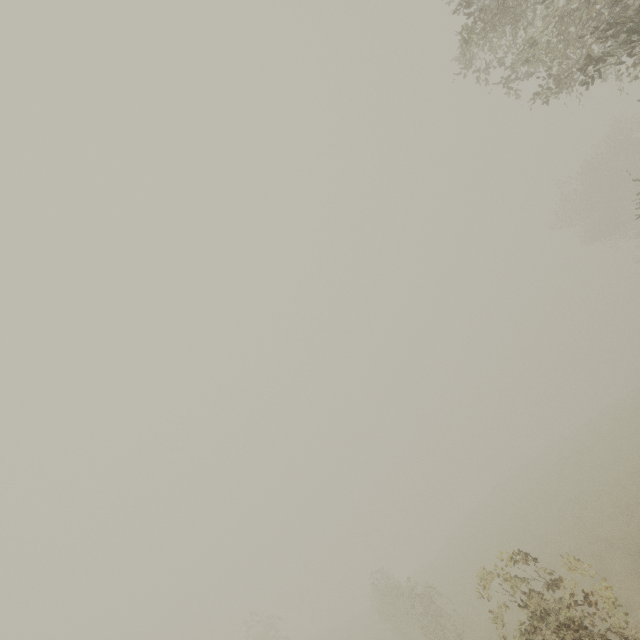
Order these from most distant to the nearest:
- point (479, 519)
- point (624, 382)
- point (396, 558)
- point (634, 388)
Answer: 1. point (396, 558)
2. point (624, 382)
3. point (634, 388)
4. point (479, 519)
